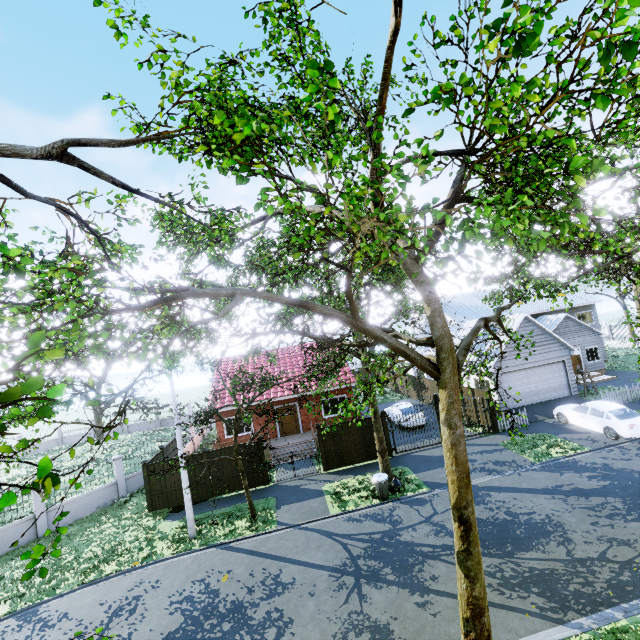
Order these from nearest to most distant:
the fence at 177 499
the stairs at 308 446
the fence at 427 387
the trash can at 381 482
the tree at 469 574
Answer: the tree at 469 574 < the trash can at 381 482 < the fence at 177 499 < the stairs at 308 446 < the fence at 427 387

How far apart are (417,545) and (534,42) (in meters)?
12.97

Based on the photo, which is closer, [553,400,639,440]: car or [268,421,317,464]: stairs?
[553,400,639,440]: car

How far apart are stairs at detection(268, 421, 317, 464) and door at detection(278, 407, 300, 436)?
1.94m

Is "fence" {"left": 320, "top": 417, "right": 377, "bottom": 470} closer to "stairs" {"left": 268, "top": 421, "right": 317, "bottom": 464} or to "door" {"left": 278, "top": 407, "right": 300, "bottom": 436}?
"stairs" {"left": 268, "top": 421, "right": 317, "bottom": 464}

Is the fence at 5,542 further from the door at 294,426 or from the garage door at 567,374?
the door at 294,426

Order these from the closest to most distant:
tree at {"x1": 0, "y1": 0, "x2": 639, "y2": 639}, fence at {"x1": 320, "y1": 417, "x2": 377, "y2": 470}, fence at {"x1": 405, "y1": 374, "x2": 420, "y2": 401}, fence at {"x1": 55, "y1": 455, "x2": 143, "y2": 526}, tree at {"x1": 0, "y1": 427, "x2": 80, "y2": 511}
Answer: tree at {"x1": 0, "y1": 427, "x2": 80, "y2": 511} < tree at {"x1": 0, "y1": 0, "x2": 639, "y2": 639} < fence at {"x1": 55, "y1": 455, "x2": 143, "y2": 526} < fence at {"x1": 320, "y1": 417, "x2": 377, "y2": 470} < fence at {"x1": 405, "y1": 374, "x2": 420, "y2": 401}

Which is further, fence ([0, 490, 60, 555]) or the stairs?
the stairs
